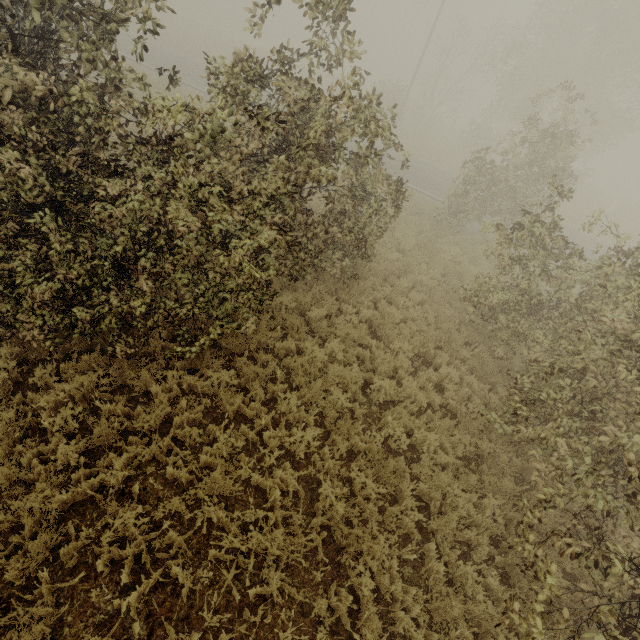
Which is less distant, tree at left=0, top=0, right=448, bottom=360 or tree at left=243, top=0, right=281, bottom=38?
tree at left=0, top=0, right=448, bottom=360

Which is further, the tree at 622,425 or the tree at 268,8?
the tree at 268,8

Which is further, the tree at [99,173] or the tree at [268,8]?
the tree at [268,8]

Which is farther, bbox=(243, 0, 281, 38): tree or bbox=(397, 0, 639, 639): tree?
bbox=(243, 0, 281, 38): tree

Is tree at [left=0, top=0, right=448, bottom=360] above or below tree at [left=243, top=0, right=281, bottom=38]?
below

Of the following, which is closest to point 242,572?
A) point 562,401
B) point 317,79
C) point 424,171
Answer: point 562,401
